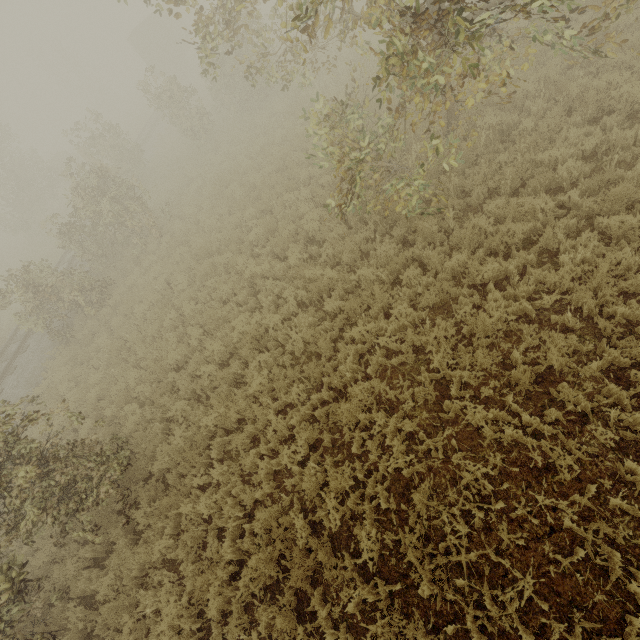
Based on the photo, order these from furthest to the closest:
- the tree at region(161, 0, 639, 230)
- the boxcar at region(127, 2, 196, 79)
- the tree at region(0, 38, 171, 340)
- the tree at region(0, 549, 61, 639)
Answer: the boxcar at region(127, 2, 196, 79) < the tree at region(0, 38, 171, 340) < the tree at region(0, 549, 61, 639) < the tree at region(161, 0, 639, 230)

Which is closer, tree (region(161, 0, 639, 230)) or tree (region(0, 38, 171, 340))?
tree (region(161, 0, 639, 230))

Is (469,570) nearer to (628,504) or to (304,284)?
(628,504)

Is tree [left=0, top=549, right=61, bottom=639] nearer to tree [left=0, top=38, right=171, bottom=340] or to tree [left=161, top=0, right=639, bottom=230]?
tree [left=161, top=0, right=639, bottom=230]

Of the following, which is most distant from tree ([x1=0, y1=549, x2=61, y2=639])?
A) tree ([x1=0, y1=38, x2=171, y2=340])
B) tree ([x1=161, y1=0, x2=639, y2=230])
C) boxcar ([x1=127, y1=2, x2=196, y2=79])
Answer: boxcar ([x1=127, y1=2, x2=196, y2=79])

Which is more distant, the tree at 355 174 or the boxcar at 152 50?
the boxcar at 152 50

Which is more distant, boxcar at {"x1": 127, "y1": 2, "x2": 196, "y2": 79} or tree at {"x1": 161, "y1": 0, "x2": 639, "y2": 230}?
boxcar at {"x1": 127, "y1": 2, "x2": 196, "y2": 79}

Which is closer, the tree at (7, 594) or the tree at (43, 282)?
the tree at (7, 594)
